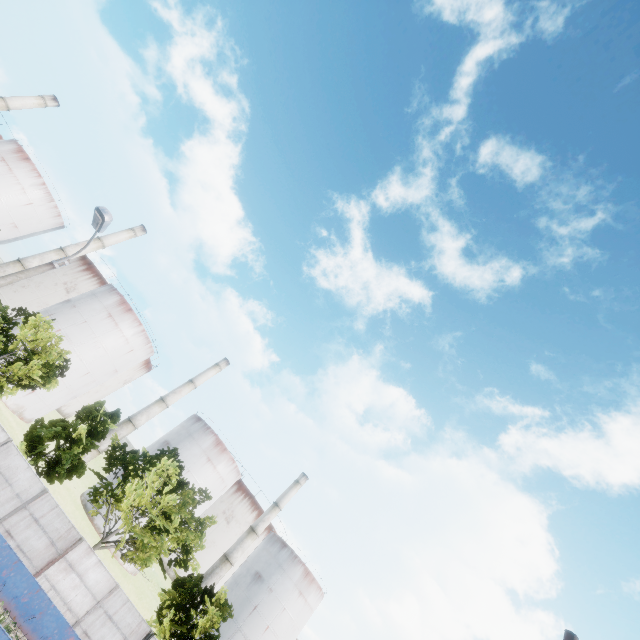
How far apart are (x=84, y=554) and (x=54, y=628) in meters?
3.3

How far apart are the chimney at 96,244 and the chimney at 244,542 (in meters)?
46.54

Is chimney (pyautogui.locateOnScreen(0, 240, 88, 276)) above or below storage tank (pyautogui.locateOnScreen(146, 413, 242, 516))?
below

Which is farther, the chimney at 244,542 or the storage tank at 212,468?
the storage tank at 212,468

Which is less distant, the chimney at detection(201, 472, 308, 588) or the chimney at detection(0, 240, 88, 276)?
the chimney at detection(0, 240, 88, 276)

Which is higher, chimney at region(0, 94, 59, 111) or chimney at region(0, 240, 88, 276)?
chimney at region(0, 94, 59, 111)

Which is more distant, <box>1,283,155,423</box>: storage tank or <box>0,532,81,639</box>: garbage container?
<box>1,283,155,423</box>: storage tank

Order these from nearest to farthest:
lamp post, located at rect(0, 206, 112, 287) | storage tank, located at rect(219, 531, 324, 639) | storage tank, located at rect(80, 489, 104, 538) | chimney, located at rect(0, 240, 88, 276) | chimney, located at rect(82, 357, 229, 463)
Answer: lamp post, located at rect(0, 206, 112, 287)
storage tank, located at rect(80, 489, 104, 538)
chimney, located at rect(0, 240, 88, 276)
chimney, located at rect(82, 357, 229, 463)
storage tank, located at rect(219, 531, 324, 639)
